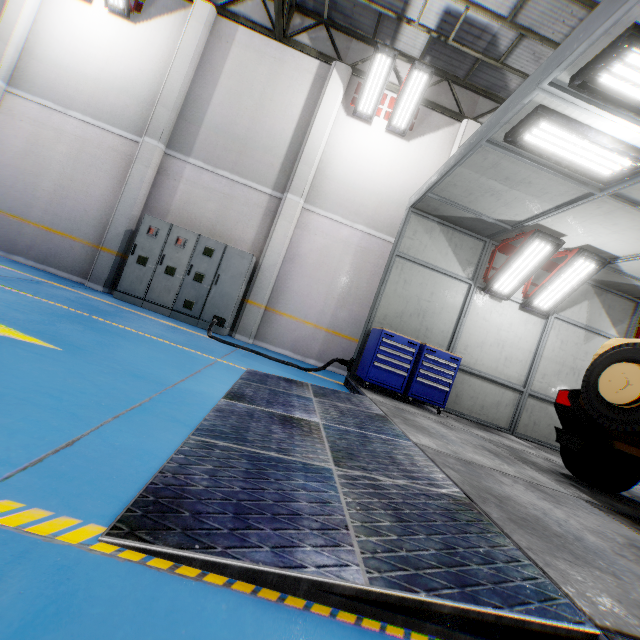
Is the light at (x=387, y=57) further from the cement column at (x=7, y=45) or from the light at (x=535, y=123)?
the cement column at (x=7, y=45)

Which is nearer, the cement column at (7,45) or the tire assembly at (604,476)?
the tire assembly at (604,476)

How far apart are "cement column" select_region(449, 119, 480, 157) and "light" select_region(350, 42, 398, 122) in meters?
2.2 m

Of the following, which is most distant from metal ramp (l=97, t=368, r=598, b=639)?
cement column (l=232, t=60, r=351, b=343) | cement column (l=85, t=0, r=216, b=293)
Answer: cement column (l=85, t=0, r=216, b=293)

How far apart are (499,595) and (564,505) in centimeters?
228cm

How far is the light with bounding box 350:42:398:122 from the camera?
7.91m

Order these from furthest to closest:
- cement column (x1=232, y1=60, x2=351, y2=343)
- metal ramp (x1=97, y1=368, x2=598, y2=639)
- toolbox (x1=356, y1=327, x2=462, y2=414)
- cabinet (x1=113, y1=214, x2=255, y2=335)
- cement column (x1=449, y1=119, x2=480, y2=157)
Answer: cement column (x1=449, y1=119, x2=480, y2=157), cement column (x1=232, y1=60, x2=351, y2=343), cabinet (x1=113, y1=214, x2=255, y2=335), toolbox (x1=356, y1=327, x2=462, y2=414), metal ramp (x1=97, y1=368, x2=598, y2=639)

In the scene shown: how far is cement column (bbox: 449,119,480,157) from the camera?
9.02m
